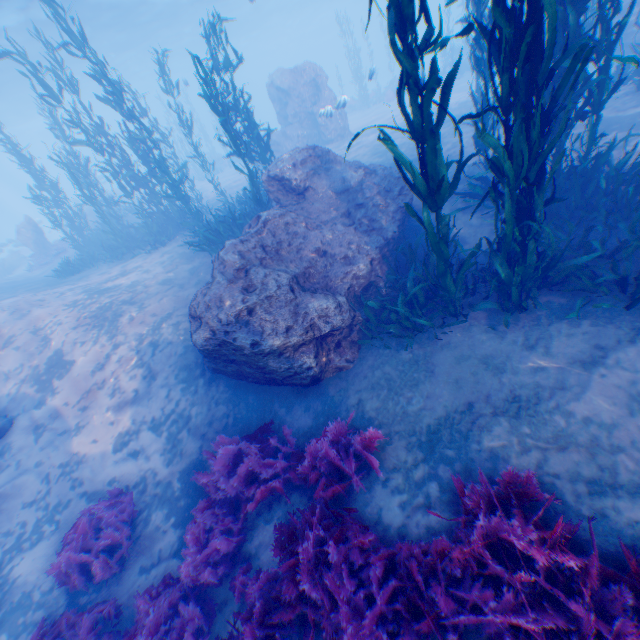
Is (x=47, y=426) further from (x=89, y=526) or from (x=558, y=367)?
(x=558, y=367)

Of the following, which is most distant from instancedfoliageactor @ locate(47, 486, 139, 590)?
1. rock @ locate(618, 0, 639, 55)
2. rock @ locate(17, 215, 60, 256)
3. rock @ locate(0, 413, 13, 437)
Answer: rock @ locate(17, 215, 60, 256)

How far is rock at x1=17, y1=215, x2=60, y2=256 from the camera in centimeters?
2022cm

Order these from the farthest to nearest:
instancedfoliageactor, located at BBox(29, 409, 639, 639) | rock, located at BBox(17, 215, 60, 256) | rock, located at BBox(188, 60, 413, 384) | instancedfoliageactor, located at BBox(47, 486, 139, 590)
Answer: rock, located at BBox(17, 215, 60, 256) < rock, located at BBox(188, 60, 413, 384) < instancedfoliageactor, located at BBox(47, 486, 139, 590) < instancedfoliageactor, located at BBox(29, 409, 639, 639)

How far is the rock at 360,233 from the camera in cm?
586

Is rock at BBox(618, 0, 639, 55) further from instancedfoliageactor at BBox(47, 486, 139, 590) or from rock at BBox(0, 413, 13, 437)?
rock at BBox(0, 413, 13, 437)

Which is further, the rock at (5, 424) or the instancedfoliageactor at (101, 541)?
the rock at (5, 424)

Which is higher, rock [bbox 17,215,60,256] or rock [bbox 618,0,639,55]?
rock [bbox 17,215,60,256]
